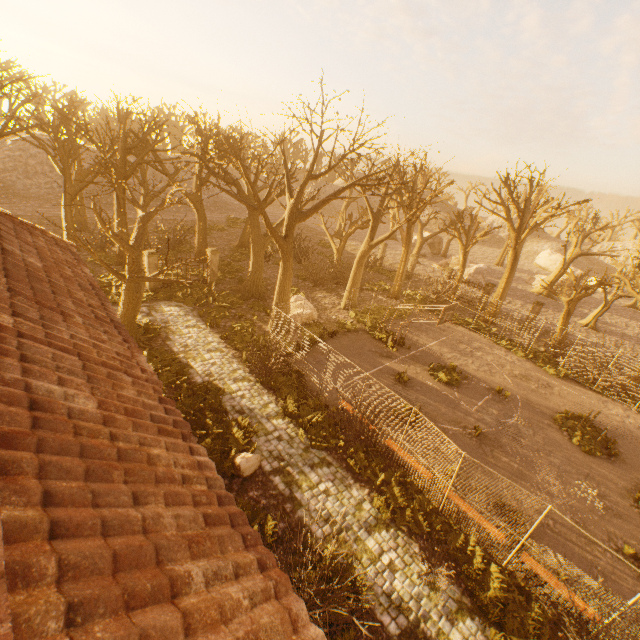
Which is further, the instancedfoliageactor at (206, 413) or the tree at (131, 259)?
the tree at (131, 259)

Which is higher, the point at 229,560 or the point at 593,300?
the point at 229,560

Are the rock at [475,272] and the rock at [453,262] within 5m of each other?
yes

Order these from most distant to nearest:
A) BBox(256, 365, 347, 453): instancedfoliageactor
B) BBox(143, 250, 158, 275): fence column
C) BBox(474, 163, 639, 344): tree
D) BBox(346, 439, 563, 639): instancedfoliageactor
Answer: BBox(474, 163, 639, 344): tree → BBox(143, 250, 158, 275): fence column → BBox(256, 365, 347, 453): instancedfoliageactor → BBox(346, 439, 563, 639): instancedfoliageactor

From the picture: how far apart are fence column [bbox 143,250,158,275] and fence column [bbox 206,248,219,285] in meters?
3.3 m

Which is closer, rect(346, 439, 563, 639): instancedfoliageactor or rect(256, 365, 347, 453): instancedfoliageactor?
rect(346, 439, 563, 639): instancedfoliageactor

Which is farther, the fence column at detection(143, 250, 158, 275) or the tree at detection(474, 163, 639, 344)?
the tree at detection(474, 163, 639, 344)

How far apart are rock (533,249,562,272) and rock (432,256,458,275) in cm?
2430
